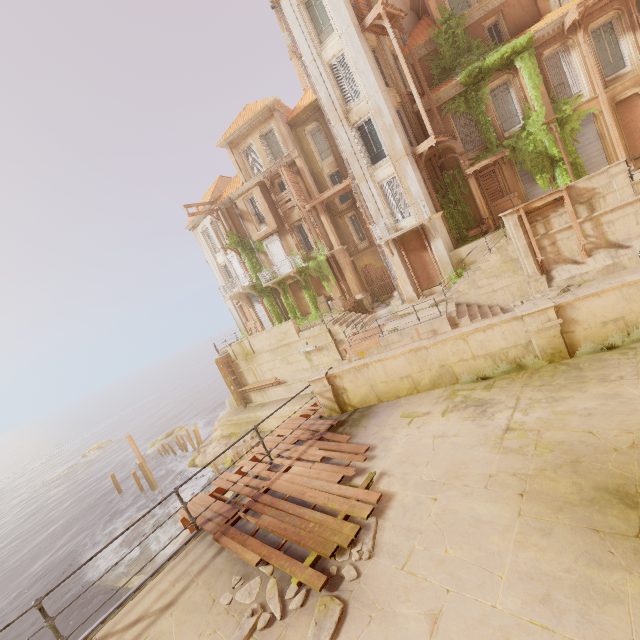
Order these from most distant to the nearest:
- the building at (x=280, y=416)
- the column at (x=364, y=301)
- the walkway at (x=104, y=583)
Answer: the column at (x=364, y=301) < the building at (x=280, y=416) < the walkway at (x=104, y=583)

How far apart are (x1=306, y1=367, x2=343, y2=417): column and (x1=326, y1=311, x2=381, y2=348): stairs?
11.8 meters

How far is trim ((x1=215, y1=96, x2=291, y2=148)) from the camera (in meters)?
24.72

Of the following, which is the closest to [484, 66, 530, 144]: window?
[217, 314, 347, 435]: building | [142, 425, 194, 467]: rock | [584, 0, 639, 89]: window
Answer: [584, 0, 639, 89]: window

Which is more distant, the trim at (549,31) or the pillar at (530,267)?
the trim at (549,31)

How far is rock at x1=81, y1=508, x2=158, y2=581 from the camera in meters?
20.6 m

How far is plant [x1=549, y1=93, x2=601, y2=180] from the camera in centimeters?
1791cm

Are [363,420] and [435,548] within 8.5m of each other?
yes
